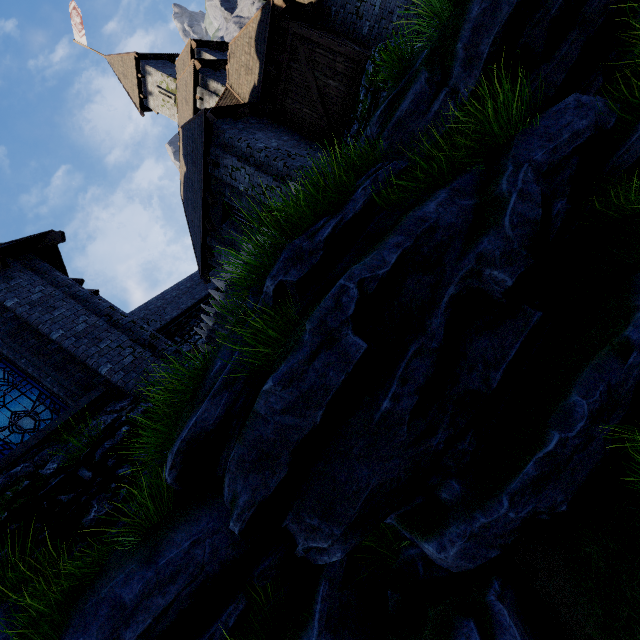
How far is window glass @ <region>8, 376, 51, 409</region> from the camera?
6.80m

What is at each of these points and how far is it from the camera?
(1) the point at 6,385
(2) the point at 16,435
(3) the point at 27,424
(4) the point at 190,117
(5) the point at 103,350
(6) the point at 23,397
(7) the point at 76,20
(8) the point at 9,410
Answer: (1) window glass, 6.9m
(2) window glass, 6.4m
(3) window glass, 6.5m
(4) building, 18.0m
(5) building, 7.5m
(6) window glass, 6.8m
(7) flag, 26.6m
(8) window glass, 6.6m

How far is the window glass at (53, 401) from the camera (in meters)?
6.88

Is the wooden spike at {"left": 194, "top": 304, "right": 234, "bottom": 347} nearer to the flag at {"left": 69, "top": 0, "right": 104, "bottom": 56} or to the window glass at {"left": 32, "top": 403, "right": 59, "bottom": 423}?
the window glass at {"left": 32, "top": 403, "right": 59, "bottom": 423}

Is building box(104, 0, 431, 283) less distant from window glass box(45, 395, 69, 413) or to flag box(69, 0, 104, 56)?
window glass box(45, 395, 69, 413)

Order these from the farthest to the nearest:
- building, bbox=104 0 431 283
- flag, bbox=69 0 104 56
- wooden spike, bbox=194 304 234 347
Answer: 1. flag, bbox=69 0 104 56
2. building, bbox=104 0 431 283
3. wooden spike, bbox=194 304 234 347

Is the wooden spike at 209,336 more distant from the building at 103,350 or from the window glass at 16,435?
the window glass at 16,435

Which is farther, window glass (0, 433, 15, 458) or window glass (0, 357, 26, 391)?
window glass (0, 357, 26, 391)
